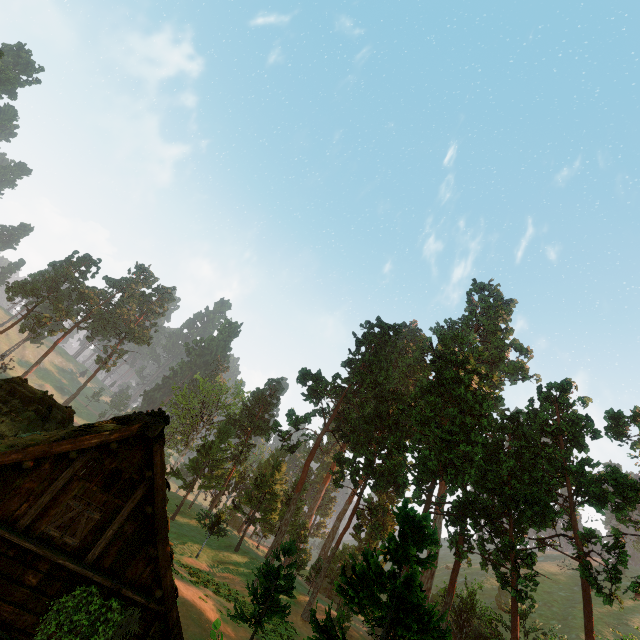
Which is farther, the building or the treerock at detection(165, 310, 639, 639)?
the treerock at detection(165, 310, 639, 639)

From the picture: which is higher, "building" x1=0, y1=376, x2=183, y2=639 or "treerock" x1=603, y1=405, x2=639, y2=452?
"treerock" x1=603, y1=405, x2=639, y2=452

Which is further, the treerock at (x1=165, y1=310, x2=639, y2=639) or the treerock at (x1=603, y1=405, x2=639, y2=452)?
the treerock at (x1=603, y1=405, x2=639, y2=452)

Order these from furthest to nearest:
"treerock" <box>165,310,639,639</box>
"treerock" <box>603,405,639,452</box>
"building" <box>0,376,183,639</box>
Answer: "treerock" <box>603,405,639,452</box>, "treerock" <box>165,310,639,639</box>, "building" <box>0,376,183,639</box>

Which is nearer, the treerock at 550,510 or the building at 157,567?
the building at 157,567

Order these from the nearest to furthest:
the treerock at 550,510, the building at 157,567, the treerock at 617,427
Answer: the building at 157,567 → the treerock at 550,510 → the treerock at 617,427

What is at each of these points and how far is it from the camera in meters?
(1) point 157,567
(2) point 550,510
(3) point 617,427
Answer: (1) building, 10.2 m
(2) treerock, 24.9 m
(3) treerock, 33.8 m
